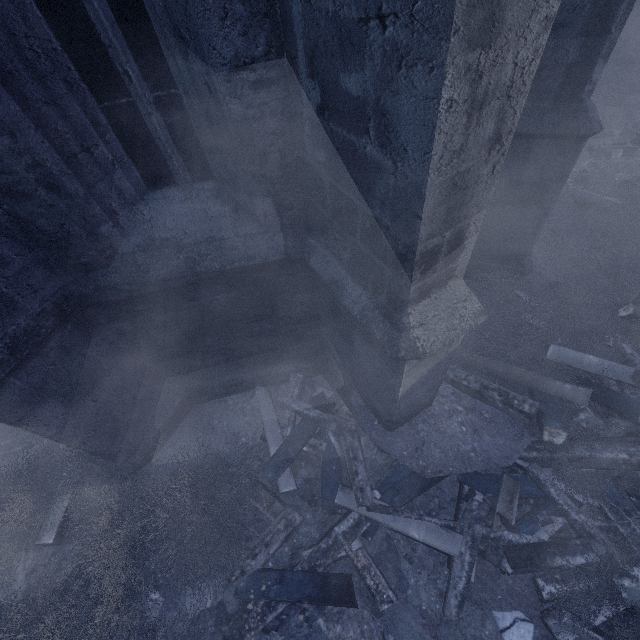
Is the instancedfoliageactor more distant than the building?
Yes

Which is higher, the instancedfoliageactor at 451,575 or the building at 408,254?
the building at 408,254

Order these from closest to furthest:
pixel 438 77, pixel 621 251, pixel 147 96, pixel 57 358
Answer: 1. pixel 438 77
2. pixel 147 96
3. pixel 57 358
4. pixel 621 251

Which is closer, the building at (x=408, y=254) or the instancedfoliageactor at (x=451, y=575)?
the building at (x=408, y=254)

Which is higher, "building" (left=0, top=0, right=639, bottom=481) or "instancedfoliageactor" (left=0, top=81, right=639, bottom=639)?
"building" (left=0, top=0, right=639, bottom=481)
